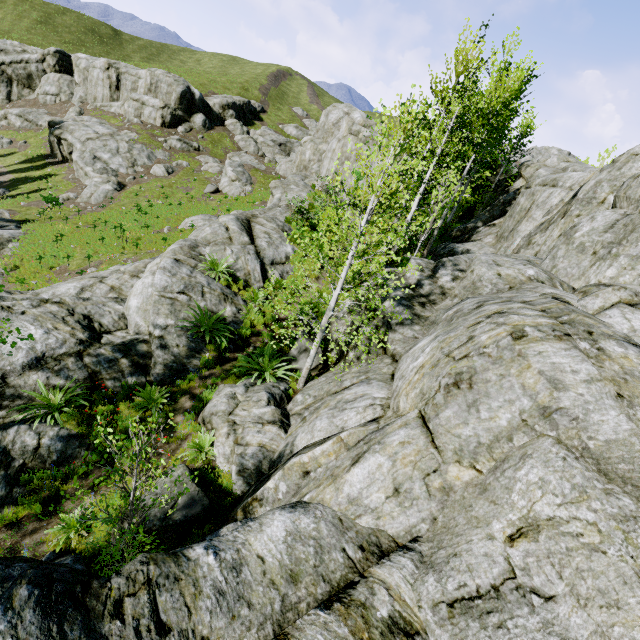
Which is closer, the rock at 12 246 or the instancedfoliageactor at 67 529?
the instancedfoliageactor at 67 529

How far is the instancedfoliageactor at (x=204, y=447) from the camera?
7.3m

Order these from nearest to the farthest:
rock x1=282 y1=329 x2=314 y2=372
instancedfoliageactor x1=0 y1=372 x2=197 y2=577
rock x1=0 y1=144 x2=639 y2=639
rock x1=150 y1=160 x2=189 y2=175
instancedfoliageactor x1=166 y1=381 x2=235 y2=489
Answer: rock x1=0 y1=144 x2=639 y2=639
instancedfoliageactor x1=0 y1=372 x2=197 y2=577
instancedfoliageactor x1=166 y1=381 x2=235 y2=489
rock x1=282 y1=329 x2=314 y2=372
rock x1=150 y1=160 x2=189 y2=175

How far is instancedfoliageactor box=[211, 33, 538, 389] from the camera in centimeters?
738cm

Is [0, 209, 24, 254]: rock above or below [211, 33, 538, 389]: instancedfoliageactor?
below

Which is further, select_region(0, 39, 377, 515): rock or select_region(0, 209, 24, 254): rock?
select_region(0, 209, 24, 254): rock

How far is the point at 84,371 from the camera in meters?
9.2

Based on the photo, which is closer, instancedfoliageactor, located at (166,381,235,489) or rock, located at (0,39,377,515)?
instancedfoliageactor, located at (166,381,235,489)
